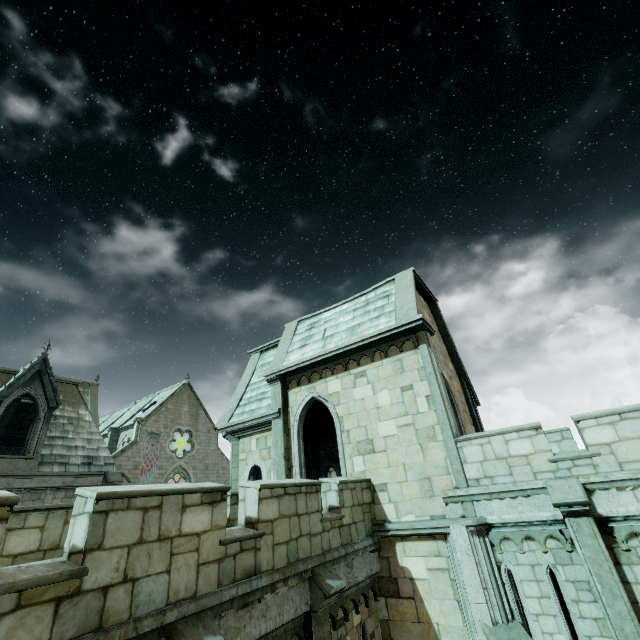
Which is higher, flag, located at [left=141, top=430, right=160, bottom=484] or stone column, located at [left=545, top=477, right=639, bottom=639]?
flag, located at [left=141, top=430, right=160, bottom=484]

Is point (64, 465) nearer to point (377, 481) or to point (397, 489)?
point (377, 481)

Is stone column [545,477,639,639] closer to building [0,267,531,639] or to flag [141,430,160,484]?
building [0,267,531,639]

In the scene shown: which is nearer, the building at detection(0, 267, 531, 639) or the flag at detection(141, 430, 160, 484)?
the building at detection(0, 267, 531, 639)

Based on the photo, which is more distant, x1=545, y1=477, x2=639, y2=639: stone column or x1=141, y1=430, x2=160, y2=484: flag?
x1=141, y1=430, x2=160, y2=484: flag

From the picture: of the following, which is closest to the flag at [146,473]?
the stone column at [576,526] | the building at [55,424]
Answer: the building at [55,424]

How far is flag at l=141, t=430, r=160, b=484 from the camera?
36.0m
